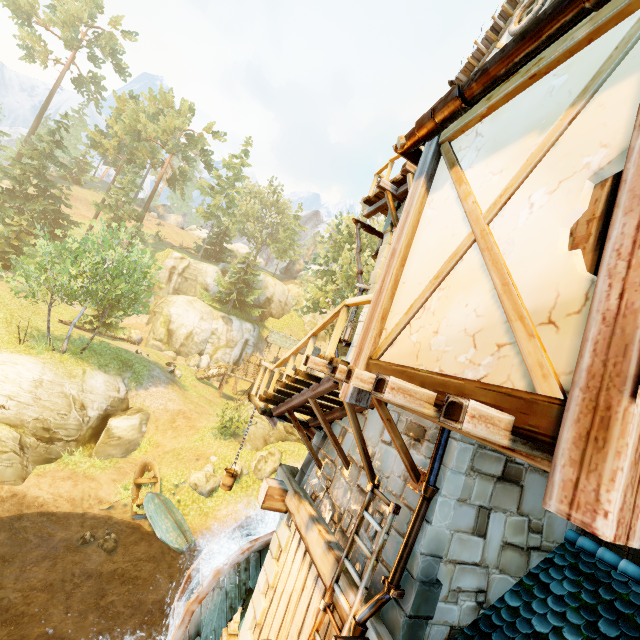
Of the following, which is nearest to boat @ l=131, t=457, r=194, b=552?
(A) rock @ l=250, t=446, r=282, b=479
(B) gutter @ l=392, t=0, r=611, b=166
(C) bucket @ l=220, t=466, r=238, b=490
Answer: (A) rock @ l=250, t=446, r=282, b=479

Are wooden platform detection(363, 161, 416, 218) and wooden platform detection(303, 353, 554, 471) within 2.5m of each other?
no

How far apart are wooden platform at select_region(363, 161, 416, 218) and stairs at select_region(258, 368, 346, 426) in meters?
4.5

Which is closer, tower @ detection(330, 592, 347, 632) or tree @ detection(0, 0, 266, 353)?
tower @ detection(330, 592, 347, 632)

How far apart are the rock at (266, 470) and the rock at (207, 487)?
1.8 meters

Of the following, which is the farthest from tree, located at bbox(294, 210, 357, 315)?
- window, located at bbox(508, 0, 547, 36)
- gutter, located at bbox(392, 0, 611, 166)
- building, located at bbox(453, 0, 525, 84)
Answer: window, located at bbox(508, 0, 547, 36)

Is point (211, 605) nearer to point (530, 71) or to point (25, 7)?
point (530, 71)

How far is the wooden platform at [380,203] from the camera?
6.96m
